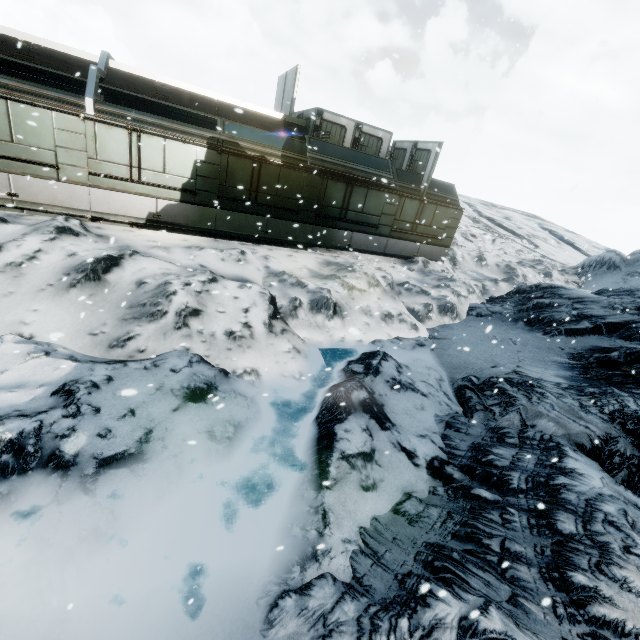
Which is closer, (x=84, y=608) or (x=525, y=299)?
(x=84, y=608)
